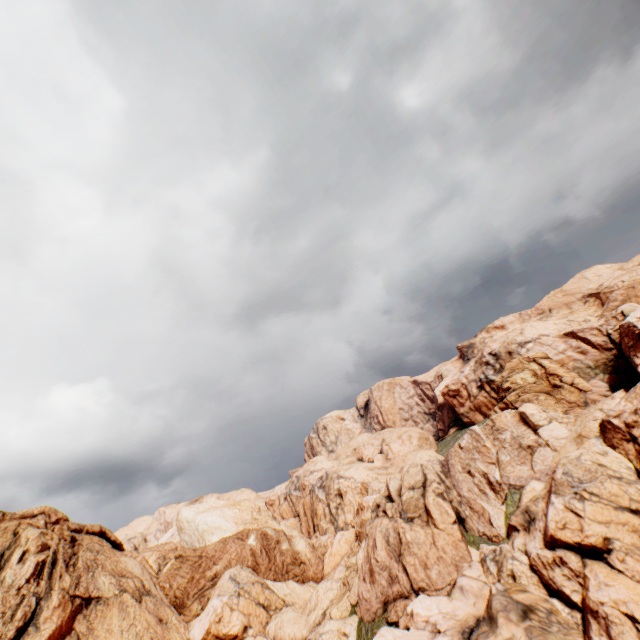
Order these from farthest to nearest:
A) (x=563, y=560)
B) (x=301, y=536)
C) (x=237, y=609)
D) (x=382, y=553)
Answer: (x=301, y=536) → (x=237, y=609) → (x=382, y=553) → (x=563, y=560)
